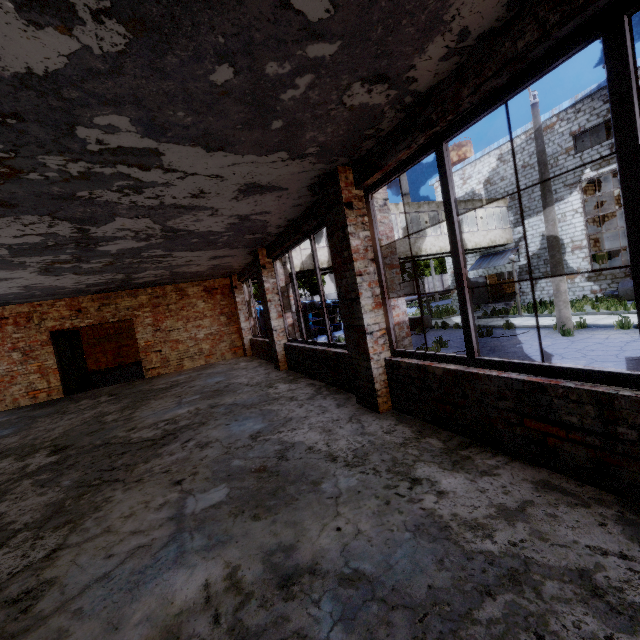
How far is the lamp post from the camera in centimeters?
1177cm

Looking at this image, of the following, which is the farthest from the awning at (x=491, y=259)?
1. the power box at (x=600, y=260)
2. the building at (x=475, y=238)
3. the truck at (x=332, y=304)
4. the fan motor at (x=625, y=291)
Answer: the truck at (x=332, y=304)

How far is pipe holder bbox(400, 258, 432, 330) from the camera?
19.33m

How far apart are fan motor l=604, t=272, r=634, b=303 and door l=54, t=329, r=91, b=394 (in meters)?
24.34

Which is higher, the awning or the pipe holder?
the awning

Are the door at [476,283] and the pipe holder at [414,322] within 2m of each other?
no

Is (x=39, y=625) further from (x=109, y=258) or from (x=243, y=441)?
(x=109, y=258)

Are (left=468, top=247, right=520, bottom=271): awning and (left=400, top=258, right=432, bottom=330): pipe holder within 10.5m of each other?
yes
